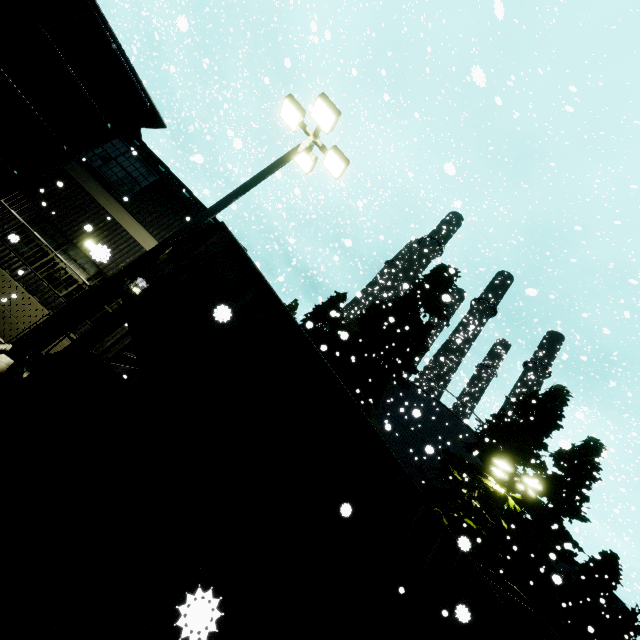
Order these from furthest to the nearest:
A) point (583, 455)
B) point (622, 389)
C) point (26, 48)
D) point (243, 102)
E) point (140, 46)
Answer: point (243, 102) → point (622, 389) → point (140, 46) → point (583, 455) → point (26, 48)

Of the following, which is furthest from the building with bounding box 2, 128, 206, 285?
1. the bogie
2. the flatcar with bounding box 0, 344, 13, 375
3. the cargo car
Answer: the bogie

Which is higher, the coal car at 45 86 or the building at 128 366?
the coal car at 45 86

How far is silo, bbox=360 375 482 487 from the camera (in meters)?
21.59

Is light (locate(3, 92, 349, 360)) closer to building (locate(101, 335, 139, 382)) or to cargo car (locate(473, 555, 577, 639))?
building (locate(101, 335, 139, 382))

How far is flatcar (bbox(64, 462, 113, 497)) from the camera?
3.1 meters

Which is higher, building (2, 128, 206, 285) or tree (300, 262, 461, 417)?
tree (300, 262, 461, 417)

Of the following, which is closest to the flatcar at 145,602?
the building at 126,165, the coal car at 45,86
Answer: the coal car at 45,86
